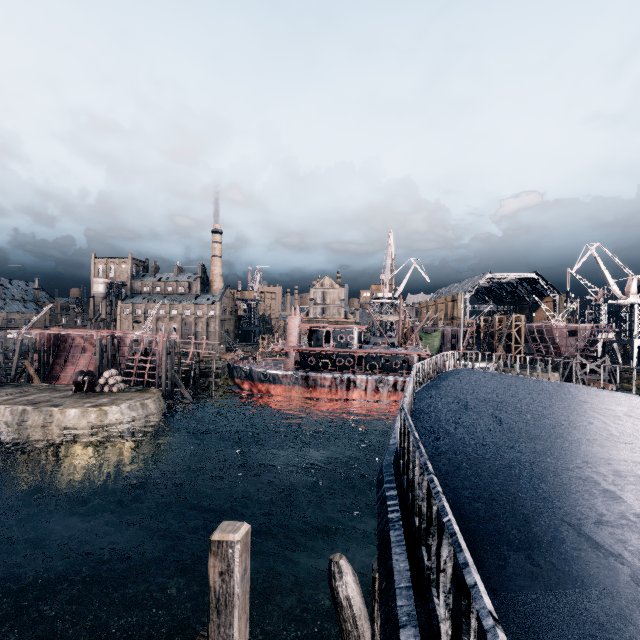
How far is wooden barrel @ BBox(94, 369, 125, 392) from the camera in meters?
38.8

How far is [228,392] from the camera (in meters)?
58.41

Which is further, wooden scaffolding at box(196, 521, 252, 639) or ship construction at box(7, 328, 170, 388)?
ship construction at box(7, 328, 170, 388)

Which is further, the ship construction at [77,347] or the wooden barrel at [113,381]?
the ship construction at [77,347]

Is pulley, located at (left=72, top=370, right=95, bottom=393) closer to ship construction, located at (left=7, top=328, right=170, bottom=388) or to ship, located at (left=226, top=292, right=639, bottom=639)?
ship construction, located at (left=7, top=328, right=170, bottom=388)

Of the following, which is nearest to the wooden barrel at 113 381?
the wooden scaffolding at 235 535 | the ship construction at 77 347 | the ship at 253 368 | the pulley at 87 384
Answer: the pulley at 87 384

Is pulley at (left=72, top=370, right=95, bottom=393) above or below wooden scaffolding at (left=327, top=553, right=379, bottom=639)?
below

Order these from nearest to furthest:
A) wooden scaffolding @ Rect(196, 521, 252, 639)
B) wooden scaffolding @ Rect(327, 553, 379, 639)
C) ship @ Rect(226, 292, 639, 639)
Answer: ship @ Rect(226, 292, 639, 639), wooden scaffolding @ Rect(327, 553, 379, 639), wooden scaffolding @ Rect(196, 521, 252, 639)
